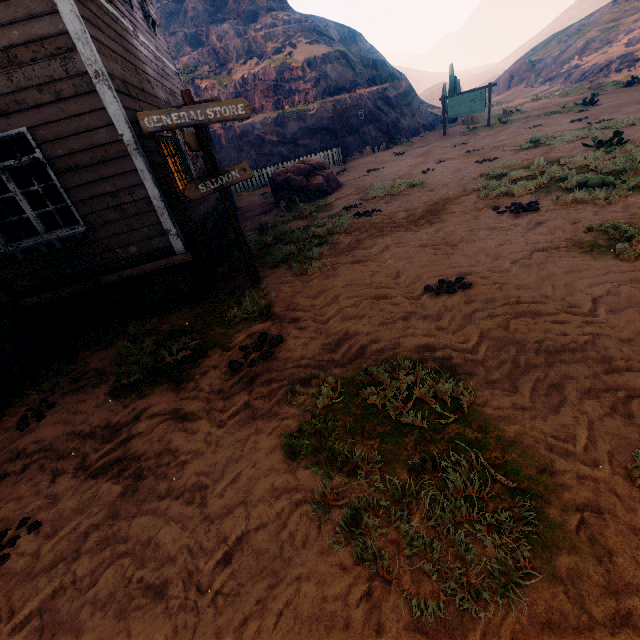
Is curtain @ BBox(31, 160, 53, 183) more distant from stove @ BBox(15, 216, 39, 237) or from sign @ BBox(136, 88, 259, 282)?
stove @ BBox(15, 216, 39, 237)

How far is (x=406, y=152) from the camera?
18.06m

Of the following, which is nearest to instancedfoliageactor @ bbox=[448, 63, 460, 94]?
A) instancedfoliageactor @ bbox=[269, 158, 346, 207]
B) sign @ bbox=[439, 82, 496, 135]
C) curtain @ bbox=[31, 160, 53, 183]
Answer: sign @ bbox=[439, 82, 496, 135]

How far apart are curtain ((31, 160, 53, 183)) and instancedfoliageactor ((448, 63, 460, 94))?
29.90m

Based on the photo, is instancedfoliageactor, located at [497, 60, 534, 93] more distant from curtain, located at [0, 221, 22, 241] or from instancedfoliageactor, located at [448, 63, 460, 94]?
curtain, located at [0, 221, 22, 241]

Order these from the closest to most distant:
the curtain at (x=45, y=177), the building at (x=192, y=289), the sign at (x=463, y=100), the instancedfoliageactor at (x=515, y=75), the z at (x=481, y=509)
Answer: the z at (x=481, y=509)
the building at (x=192, y=289)
the curtain at (x=45, y=177)
the sign at (x=463, y=100)
the instancedfoliageactor at (x=515, y=75)

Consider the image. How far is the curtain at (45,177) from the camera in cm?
502

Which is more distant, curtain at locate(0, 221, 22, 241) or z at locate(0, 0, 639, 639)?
curtain at locate(0, 221, 22, 241)
